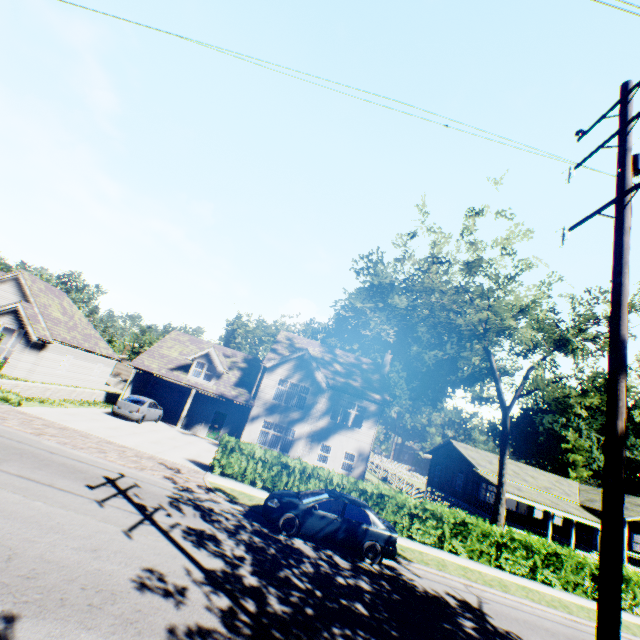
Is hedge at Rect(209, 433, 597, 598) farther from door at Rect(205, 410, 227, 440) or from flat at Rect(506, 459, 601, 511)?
flat at Rect(506, 459, 601, 511)

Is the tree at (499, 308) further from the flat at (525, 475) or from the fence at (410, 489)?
the flat at (525, 475)

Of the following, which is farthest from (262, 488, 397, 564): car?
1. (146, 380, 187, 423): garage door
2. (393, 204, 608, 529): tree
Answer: (146, 380, 187, 423): garage door

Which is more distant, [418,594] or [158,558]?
[418,594]

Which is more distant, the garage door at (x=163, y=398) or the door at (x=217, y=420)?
the garage door at (x=163, y=398)

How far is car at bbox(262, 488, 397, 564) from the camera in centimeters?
1095cm

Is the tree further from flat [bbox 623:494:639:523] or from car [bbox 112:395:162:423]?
car [bbox 112:395:162:423]

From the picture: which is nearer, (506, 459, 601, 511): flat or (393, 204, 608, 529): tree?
(393, 204, 608, 529): tree
